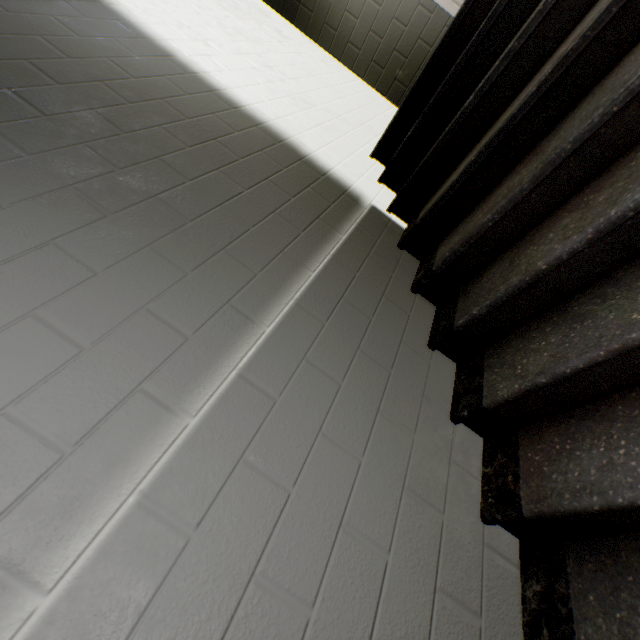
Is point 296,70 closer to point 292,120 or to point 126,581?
point 292,120
